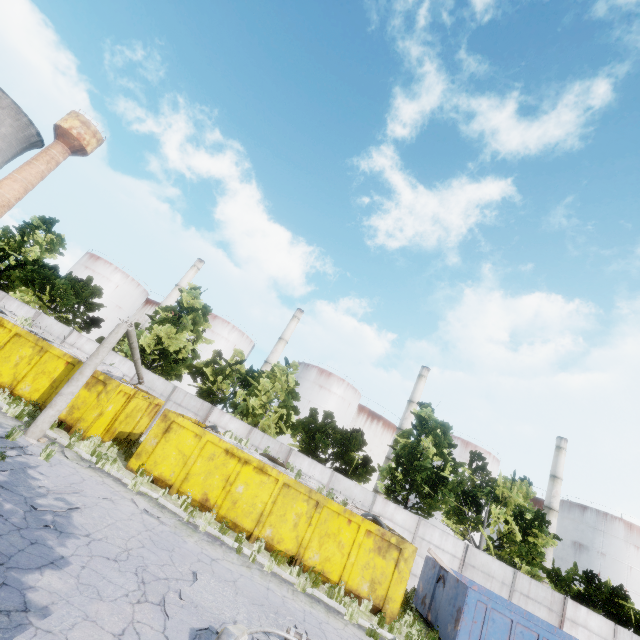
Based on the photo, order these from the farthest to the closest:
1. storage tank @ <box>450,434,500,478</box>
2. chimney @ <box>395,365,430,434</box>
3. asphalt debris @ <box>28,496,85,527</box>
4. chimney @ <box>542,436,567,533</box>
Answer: chimney @ <box>395,365,430,434</box> < storage tank @ <box>450,434,500,478</box> < chimney @ <box>542,436,567,533</box> < asphalt debris @ <box>28,496,85,527</box>

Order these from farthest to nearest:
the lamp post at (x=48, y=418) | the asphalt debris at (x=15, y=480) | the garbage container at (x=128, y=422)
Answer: the garbage container at (x=128, y=422) < the lamp post at (x=48, y=418) < the asphalt debris at (x=15, y=480)

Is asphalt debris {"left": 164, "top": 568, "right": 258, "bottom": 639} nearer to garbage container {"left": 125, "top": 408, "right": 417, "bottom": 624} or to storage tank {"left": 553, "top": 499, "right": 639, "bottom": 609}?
garbage container {"left": 125, "top": 408, "right": 417, "bottom": 624}

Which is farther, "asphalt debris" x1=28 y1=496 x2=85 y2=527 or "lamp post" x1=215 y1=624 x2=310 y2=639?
"asphalt debris" x1=28 y1=496 x2=85 y2=527

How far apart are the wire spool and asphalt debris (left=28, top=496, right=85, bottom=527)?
7.8 meters

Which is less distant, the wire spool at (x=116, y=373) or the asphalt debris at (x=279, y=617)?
the asphalt debris at (x=279, y=617)

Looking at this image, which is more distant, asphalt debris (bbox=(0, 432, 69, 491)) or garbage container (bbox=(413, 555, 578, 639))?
garbage container (bbox=(413, 555, 578, 639))

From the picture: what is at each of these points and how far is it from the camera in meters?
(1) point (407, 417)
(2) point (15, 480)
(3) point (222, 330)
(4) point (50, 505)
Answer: (1) chimney, 50.2
(2) asphalt debris, 7.6
(3) storage tank, 54.8
(4) asphalt debris, 7.3
